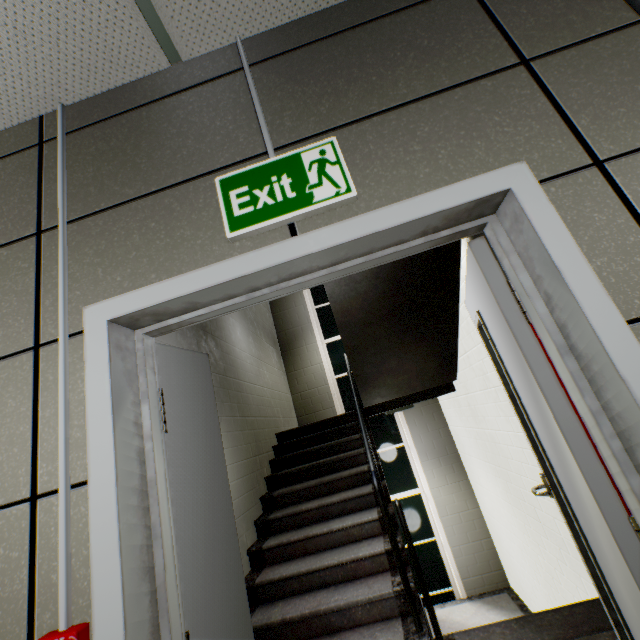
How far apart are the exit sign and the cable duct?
0.7m

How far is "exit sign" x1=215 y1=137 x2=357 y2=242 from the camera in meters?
1.1 m

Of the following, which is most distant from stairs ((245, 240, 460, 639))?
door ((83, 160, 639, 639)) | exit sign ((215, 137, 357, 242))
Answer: exit sign ((215, 137, 357, 242))

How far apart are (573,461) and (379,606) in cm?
222

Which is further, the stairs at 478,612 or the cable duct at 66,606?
the stairs at 478,612

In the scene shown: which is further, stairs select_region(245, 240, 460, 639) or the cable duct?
stairs select_region(245, 240, 460, 639)

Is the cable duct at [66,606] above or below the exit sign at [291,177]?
below

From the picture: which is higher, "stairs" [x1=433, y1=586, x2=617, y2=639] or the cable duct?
the cable duct
